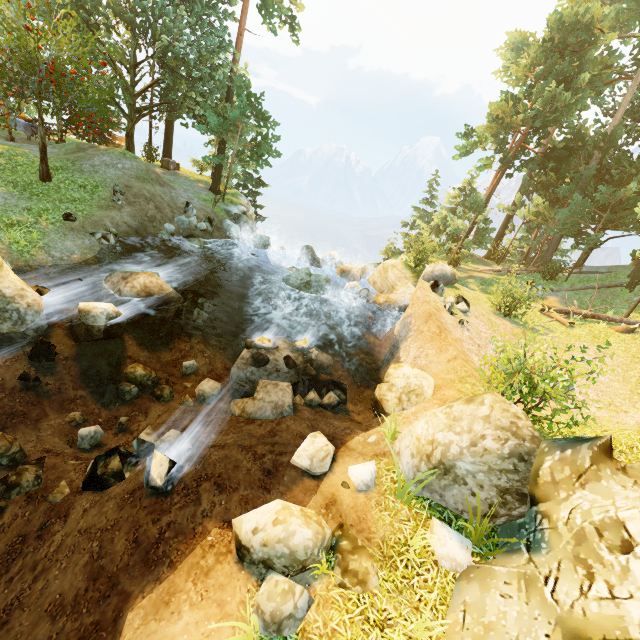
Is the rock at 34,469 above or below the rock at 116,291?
below

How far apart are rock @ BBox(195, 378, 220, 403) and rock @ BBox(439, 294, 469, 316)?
10.0 meters

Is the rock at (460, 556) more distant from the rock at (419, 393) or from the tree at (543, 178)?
the tree at (543, 178)

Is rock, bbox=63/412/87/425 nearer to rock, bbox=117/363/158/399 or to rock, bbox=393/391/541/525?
rock, bbox=117/363/158/399

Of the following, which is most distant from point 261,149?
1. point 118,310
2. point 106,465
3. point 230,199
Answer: point 106,465

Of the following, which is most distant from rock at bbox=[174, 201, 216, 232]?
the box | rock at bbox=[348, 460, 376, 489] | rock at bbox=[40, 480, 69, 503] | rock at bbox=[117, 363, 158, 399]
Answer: rock at bbox=[348, 460, 376, 489]

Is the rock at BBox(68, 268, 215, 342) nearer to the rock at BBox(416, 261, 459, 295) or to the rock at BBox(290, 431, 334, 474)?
the rock at BBox(416, 261, 459, 295)

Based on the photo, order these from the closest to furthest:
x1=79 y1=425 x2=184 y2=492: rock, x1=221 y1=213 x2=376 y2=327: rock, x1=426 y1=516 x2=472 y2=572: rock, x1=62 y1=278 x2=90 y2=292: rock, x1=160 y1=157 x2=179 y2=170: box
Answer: x1=426 y1=516 x2=472 y2=572: rock, x1=79 y1=425 x2=184 y2=492: rock, x1=62 y1=278 x2=90 y2=292: rock, x1=221 y1=213 x2=376 y2=327: rock, x1=160 y1=157 x2=179 y2=170: box
